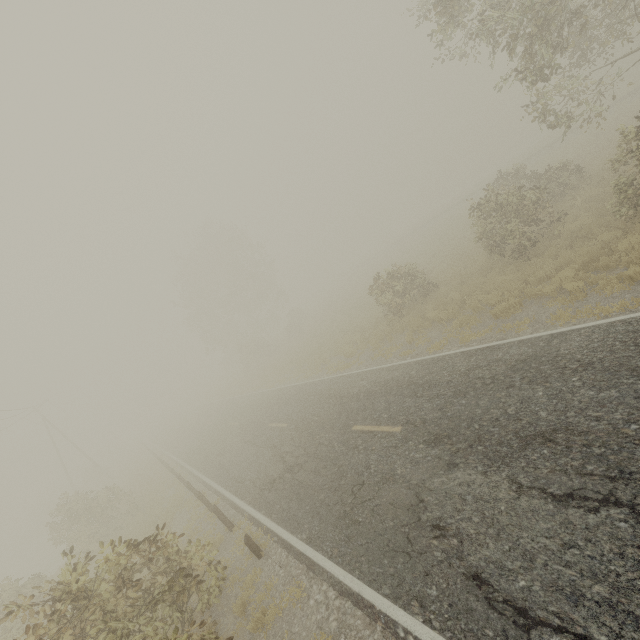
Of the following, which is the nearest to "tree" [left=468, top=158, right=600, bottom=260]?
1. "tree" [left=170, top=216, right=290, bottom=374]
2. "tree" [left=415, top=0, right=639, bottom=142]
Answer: "tree" [left=415, top=0, right=639, bottom=142]

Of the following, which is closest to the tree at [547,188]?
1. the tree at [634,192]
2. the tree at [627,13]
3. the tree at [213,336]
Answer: the tree at [627,13]

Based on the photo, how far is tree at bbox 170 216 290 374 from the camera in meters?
39.8

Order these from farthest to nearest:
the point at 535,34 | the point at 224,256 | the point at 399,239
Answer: the point at 399,239 → the point at 224,256 → the point at 535,34

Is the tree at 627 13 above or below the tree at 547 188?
above

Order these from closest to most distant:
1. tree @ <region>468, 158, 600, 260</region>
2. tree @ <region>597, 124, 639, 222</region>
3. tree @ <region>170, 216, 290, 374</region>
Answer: tree @ <region>597, 124, 639, 222</region>
tree @ <region>468, 158, 600, 260</region>
tree @ <region>170, 216, 290, 374</region>

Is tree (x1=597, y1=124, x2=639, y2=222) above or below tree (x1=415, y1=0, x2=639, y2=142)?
below

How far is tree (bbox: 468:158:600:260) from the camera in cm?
1341
